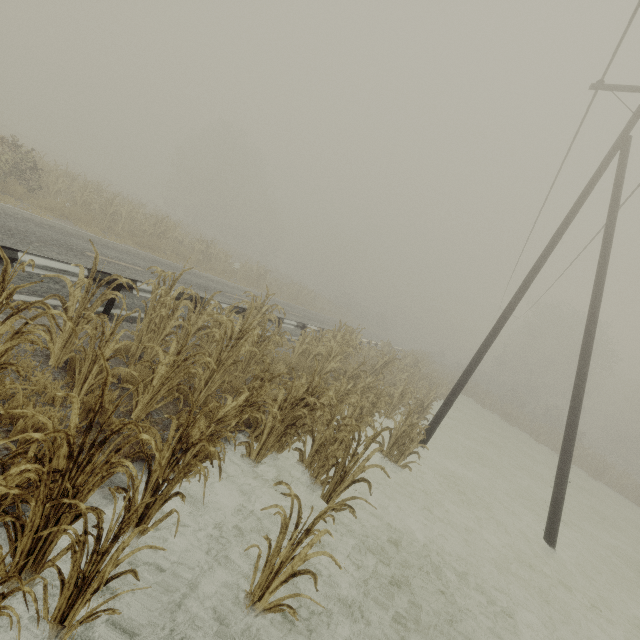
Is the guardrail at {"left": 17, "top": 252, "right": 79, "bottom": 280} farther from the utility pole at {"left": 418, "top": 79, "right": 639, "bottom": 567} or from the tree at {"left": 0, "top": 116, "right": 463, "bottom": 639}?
the utility pole at {"left": 418, "top": 79, "right": 639, "bottom": 567}

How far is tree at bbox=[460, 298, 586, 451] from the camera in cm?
3055

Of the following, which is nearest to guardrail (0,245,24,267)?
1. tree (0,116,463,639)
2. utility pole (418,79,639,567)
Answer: tree (0,116,463,639)

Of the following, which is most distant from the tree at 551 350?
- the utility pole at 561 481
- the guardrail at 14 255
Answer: the guardrail at 14 255

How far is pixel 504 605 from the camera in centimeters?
568cm

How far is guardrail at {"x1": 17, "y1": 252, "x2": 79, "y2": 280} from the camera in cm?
514

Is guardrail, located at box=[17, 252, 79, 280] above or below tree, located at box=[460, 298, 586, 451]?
below
